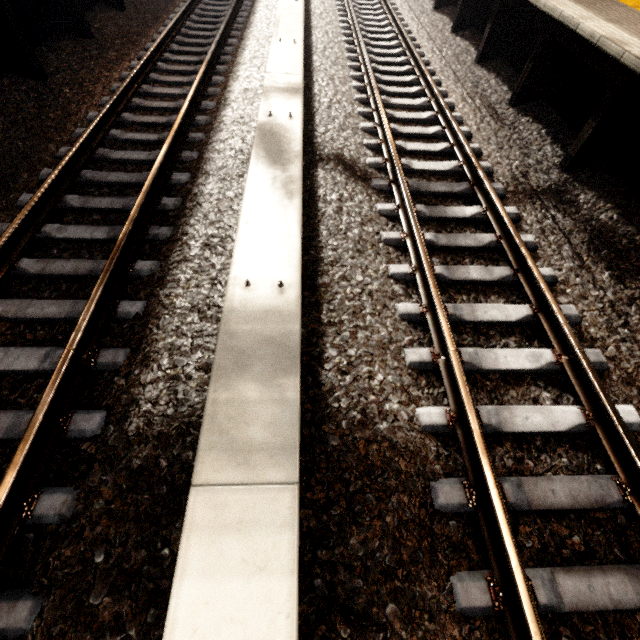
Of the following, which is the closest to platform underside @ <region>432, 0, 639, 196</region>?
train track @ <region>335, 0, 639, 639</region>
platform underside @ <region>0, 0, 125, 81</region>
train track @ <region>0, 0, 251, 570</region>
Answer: train track @ <region>335, 0, 639, 639</region>

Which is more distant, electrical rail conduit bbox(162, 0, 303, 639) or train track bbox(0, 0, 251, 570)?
train track bbox(0, 0, 251, 570)

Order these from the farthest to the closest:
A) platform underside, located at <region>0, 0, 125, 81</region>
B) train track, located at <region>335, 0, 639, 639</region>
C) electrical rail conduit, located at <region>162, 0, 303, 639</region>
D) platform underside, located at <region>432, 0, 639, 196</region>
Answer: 1. platform underside, located at <region>0, 0, 125, 81</region>
2. platform underside, located at <region>432, 0, 639, 196</region>
3. train track, located at <region>335, 0, 639, 639</region>
4. electrical rail conduit, located at <region>162, 0, 303, 639</region>

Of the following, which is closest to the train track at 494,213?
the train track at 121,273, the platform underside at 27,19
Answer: the train track at 121,273

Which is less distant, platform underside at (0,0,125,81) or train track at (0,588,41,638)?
train track at (0,588,41,638)

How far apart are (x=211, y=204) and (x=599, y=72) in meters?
5.7

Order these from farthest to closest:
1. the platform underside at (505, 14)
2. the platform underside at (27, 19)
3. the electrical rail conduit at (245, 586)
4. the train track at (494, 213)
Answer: the platform underside at (27, 19) < the platform underside at (505, 14) < the train track at (494, 213) < the electrical rail conduit at (245, 586)

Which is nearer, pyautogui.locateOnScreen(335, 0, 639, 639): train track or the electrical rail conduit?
the electrical rail conduit
